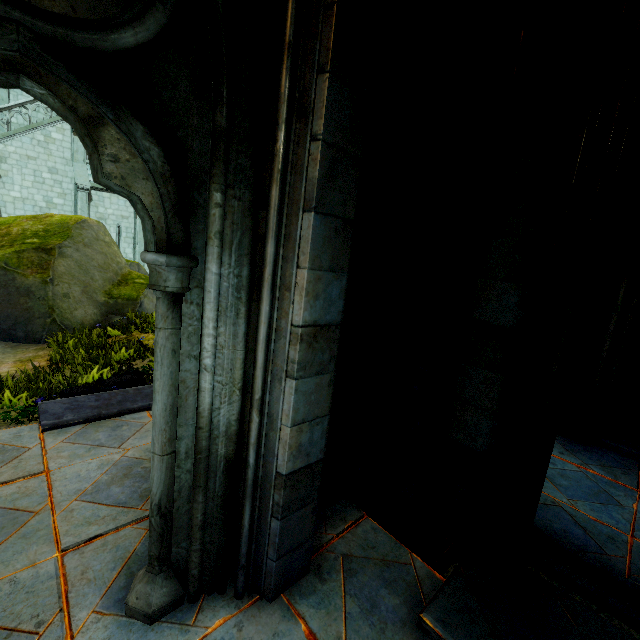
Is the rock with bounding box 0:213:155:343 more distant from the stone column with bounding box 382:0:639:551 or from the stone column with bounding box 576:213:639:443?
the stone column with bounding box 576:213:639:443

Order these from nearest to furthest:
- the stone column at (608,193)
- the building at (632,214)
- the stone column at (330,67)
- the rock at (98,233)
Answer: the stone column at (330,67) < the stone column at (608,193) < the building at (632,214) < the rock at (98,233)

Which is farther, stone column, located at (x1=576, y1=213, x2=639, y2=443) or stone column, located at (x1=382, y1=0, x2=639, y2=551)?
stone column, located at (x1=576, y1=213, x2=639, y2=443)

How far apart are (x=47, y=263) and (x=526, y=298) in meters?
11.1 m

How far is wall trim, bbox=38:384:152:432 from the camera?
3.8 meters

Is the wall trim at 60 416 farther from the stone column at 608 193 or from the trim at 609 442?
the trim at 609 442

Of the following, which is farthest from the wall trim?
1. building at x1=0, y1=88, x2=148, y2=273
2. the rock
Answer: the rock

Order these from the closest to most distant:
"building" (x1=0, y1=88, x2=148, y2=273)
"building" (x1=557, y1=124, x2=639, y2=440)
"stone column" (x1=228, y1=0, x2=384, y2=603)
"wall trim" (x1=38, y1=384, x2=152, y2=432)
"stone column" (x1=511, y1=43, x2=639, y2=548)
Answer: "stone column" (x1=228, y1=0, x2=384, y2=603) → "stone column" (x1=511, y1=43, x2=639, y2=548) → "wall trim" (x1=38, y1=384, x2=152, y2=432) → "building" (x1=557, y1=124, x2=639, y2=440) → "building" (x1=0, y1=88, x2=148, y2=273)
